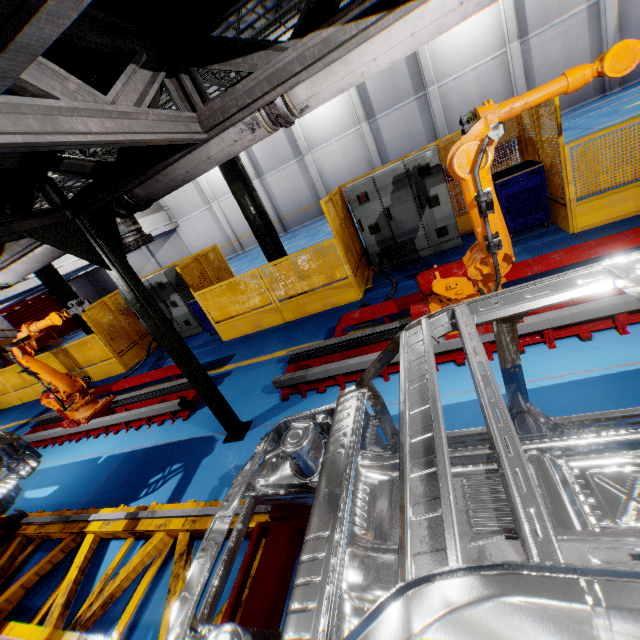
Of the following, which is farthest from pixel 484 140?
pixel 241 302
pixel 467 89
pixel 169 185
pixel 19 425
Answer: pixel 467 89

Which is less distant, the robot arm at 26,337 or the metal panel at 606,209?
the metal panel at 606,209

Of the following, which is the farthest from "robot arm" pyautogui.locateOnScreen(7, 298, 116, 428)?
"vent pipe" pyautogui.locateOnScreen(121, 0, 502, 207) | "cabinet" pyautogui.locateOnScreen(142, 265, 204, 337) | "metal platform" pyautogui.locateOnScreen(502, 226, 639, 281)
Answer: "cabinet" pyautogui.locateOnScreen(142, 265, 204, 337)

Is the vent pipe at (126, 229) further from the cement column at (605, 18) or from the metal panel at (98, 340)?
the cement column at (605, 18)

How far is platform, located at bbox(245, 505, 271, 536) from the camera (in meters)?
3.04

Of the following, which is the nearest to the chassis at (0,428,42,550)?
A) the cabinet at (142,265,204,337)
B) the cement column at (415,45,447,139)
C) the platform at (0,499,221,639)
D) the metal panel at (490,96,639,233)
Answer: the platform at (0,499,221,639)

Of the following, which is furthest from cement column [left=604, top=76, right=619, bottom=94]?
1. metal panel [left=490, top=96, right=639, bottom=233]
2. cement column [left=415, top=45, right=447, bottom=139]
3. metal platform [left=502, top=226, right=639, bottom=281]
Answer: metal platform [left=502, top=226, right=639, bottom=281]

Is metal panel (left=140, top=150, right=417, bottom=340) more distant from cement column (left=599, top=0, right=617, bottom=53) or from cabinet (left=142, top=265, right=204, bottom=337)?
cement column (left=599, top=0, right=617, bottom=53)
